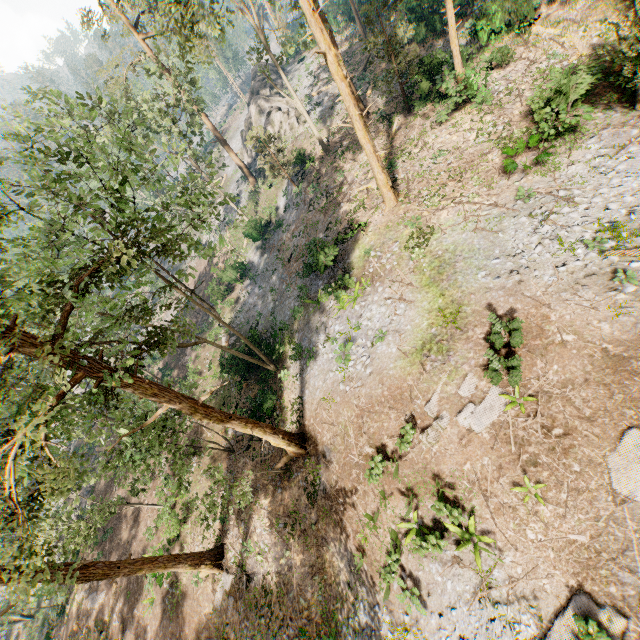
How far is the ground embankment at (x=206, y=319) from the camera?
34.15m

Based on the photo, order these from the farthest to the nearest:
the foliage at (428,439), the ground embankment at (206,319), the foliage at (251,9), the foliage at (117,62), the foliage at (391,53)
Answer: the ground embankment at (206,319)
the foliage at (117,62)
the foliage at (251,9)
the foliage at (391,53)
the foliage at (428,439)

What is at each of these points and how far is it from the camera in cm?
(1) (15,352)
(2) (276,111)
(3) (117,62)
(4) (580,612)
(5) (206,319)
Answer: (1) foliage, 880
(2) rock, 3631
(3) foliage, 3041
(4) foliage, 859
(5) ground embankment, 3669

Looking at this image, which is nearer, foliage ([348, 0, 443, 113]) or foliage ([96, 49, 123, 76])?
foliage ([348, 0, 443, 113])

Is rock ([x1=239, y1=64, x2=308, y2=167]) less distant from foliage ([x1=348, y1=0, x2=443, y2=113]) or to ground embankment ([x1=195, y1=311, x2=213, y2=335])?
foliage ([x1=348, y1=0, x2=443, y2=113])

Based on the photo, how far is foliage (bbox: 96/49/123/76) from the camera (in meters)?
29.92

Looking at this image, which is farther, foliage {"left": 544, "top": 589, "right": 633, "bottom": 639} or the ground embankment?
the ground embankment

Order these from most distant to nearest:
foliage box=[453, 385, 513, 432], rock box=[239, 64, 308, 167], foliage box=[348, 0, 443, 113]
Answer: rock box=[239, 64, 308, 167], foliage box=[348, 0, 443, 113], foliage box=[453, 385, 513, 432]
